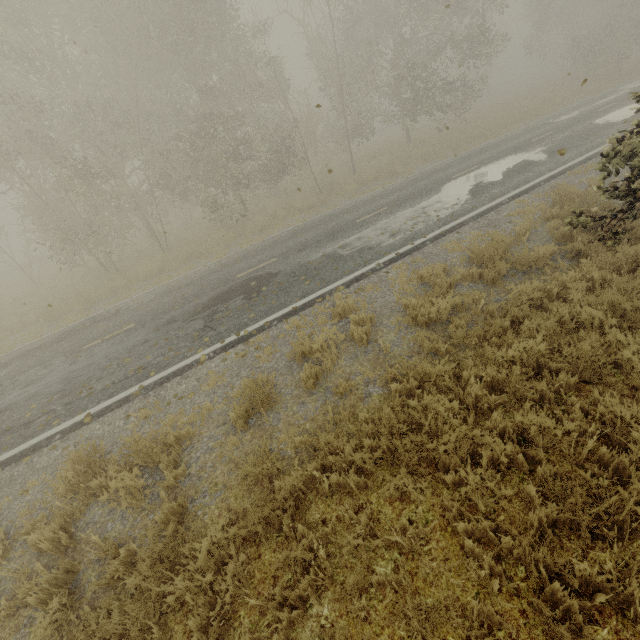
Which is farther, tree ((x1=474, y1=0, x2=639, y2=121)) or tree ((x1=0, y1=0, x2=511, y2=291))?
tree ((x1=474, y1=0, x2=639, y2=121))

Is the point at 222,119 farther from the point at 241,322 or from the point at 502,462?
the point at 502,462

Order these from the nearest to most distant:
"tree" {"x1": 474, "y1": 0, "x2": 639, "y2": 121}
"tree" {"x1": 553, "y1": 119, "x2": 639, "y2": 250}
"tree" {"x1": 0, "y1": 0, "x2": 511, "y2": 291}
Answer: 1. "tree" {"x1": 553, "y1": 119, "x2": 639, "y2": 250}
2. "tree" {"x1": 0, "y1": 0, "x2": 511, "y2": 291}
3. "tree" {"x1": 474, "y1": 0, "x2": 639, "y2": 121}

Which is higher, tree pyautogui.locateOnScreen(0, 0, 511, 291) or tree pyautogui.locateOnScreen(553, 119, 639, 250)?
tree pyautogui.locateOnScreen(0, 0, 511, 291)

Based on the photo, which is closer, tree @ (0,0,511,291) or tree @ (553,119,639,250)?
tree @ (553,119,639,250)

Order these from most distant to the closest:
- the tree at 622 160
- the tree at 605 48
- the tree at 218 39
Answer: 1. the tree at 605 48
2. the tree at 218 39
3. the tree at 622 160

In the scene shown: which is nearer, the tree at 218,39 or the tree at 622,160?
the tree at 622,160
